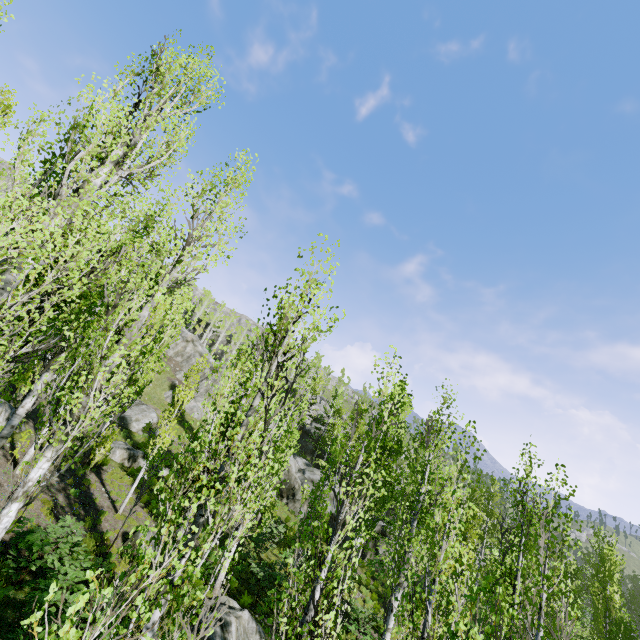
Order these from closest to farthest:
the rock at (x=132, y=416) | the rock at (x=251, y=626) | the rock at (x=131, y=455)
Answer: the rock at (x=251, y=626) → the rock at (x=131, y=455) → the rock at (x=132, y=416)

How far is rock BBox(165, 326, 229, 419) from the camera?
39.13m

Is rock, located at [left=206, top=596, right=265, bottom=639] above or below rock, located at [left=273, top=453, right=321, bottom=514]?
below

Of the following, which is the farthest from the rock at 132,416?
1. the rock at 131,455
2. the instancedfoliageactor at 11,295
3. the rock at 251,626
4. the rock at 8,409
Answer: the rock at 251,626

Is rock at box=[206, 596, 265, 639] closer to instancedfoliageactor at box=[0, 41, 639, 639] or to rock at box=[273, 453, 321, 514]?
instancedfoliageactor at box=[0, 41, 639, 639]

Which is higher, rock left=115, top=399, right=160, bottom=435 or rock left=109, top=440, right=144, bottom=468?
rock left=115, top=399, right=160, bottom=435

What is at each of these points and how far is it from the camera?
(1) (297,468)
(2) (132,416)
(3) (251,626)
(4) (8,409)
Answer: (1) rock, 35.2m
(2) rock, 27.8m
(3) rock, 11.6m
(4) rock, 15.4m
